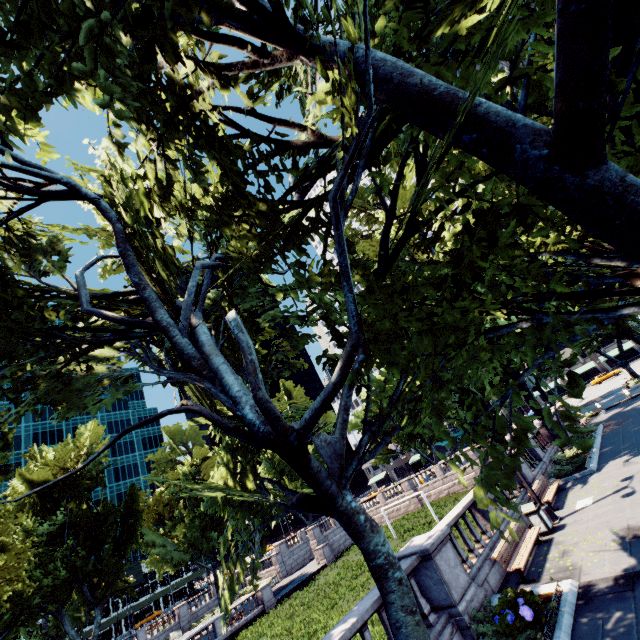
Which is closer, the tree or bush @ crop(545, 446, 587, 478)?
the tree

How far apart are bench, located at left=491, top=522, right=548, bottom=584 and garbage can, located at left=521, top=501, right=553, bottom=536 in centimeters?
37cm

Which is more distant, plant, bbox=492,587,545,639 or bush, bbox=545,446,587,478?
bush, bbox=545,446,587,478

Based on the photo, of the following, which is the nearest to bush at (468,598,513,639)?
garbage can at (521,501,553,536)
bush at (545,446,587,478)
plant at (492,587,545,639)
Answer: plant at (492,587,545,639)

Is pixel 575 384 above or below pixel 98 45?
below

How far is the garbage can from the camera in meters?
11.7

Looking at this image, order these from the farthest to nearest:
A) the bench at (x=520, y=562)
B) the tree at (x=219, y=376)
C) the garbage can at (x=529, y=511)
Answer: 1. the garbage can at (x=529, y=511)
2. the bench at (x=520, y=562)
3. the tree at (x=219, y=376)

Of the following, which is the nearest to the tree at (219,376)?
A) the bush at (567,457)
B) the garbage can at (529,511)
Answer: the bush at (567,457)
